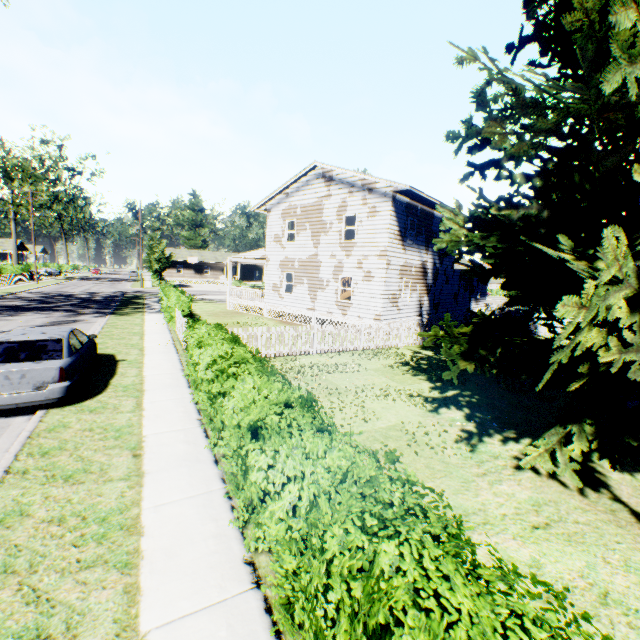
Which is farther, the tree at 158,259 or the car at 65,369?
the tree at 158,259

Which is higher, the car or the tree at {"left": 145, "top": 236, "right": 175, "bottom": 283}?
the tree at {"left": 145, "top": 236, "right": 175, "bottom": 283}

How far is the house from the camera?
17.6m

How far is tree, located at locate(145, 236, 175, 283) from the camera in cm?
4619

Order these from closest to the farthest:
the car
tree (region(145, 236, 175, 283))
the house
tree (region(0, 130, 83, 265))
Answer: the car, the house, tree (region(0, 130, 83, 265)), tree (region(145, 236, 175, 283))

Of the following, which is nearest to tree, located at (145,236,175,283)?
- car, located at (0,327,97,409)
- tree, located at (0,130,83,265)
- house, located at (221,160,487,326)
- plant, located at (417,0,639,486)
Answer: tree, located at (0,130,83,265)

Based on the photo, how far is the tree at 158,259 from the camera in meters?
46.2

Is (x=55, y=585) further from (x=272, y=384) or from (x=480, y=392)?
(x=480, y=392)
